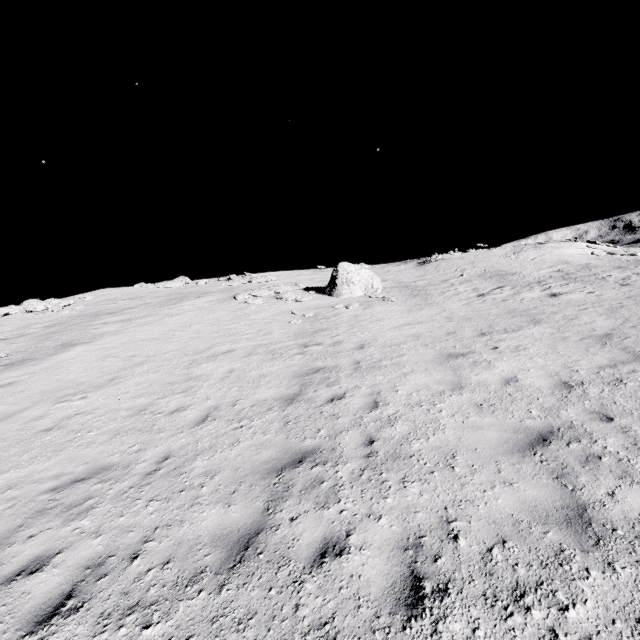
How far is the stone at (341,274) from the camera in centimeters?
1977cm

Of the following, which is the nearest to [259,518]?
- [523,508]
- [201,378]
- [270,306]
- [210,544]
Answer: [210,544]

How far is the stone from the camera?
19.8m
